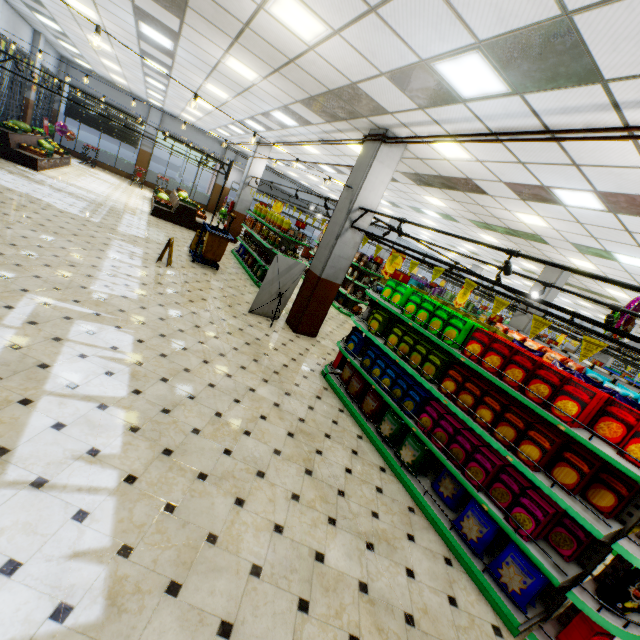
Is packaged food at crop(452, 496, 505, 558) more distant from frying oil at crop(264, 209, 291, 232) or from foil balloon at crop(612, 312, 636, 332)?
frying oil at crop(264, 209, 291, 232)

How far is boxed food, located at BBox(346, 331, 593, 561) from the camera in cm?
314

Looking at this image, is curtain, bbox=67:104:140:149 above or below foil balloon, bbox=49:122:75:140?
above

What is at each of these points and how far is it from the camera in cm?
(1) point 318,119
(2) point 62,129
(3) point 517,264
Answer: (1) building, 824
(2) foil balloon, 1856
(3) building, 1606

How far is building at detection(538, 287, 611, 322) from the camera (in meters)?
12.21

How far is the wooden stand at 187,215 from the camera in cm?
1398

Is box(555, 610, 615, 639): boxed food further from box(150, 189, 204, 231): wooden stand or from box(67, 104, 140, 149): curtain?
box(67, 104, 140, 149): curtain

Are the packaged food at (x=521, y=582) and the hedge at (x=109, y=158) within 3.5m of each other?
no
